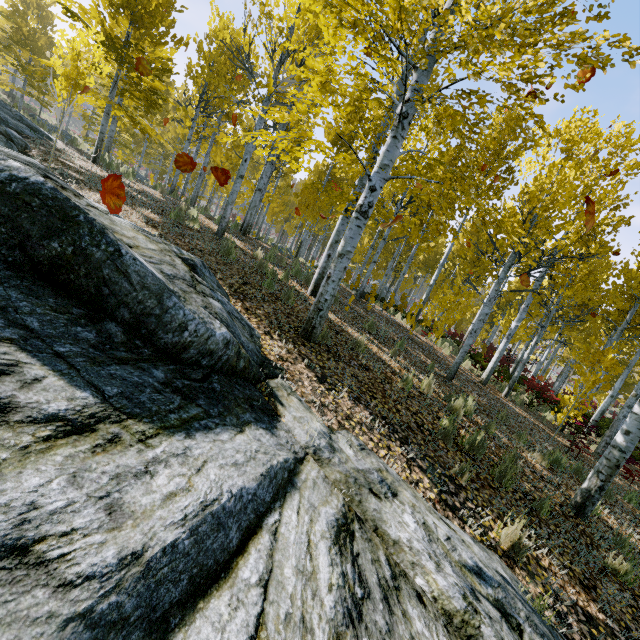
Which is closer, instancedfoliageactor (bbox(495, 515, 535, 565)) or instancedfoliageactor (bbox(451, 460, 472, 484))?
instancedfoliageactor (bbox(495, 515, 535, 565))

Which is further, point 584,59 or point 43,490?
point 584,59

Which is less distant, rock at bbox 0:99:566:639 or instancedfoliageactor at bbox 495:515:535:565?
rock at bbox 0:99:566:639

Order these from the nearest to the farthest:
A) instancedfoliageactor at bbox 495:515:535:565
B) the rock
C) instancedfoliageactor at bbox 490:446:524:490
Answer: the rock → instancedfoliageactor at bbox 495:515:535:565 → instancedfoliageactor at bbox 490:446:524:490

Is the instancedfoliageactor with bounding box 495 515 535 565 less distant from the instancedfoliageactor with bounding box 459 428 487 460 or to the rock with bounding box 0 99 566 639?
the rock with bounding box 0 99 566 639

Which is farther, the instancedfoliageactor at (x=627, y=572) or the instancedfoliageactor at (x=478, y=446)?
A: the instancedfoliageactor at (x=478, y=446)

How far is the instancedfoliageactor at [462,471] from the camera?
4.0m
